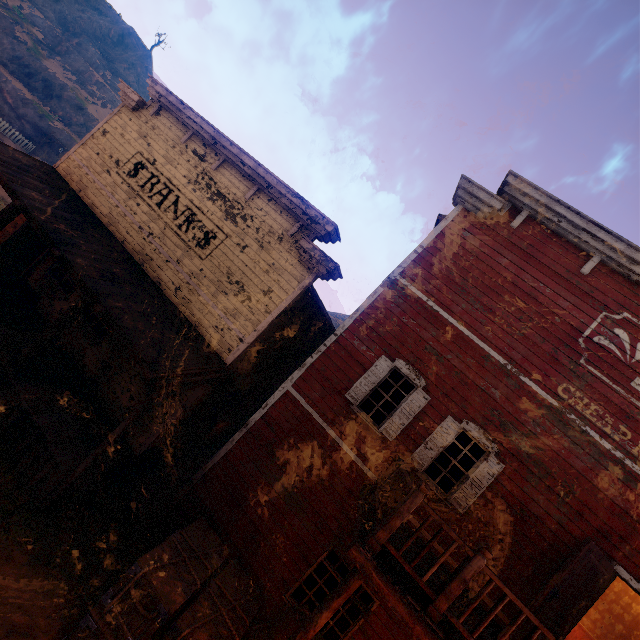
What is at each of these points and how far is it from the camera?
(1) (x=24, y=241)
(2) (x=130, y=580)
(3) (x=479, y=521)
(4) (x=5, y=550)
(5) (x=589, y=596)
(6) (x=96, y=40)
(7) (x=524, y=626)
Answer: (1) bp, 11.1m
(2) wooden box, 5.2m
(3) building, 6.8m
(4) z, 5.5m
(5) bp, 5.9m
(6) z, 46.1m
(7) bp, 5.4m

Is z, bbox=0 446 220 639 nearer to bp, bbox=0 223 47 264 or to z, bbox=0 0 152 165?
bp, bbox=0 223 47 264

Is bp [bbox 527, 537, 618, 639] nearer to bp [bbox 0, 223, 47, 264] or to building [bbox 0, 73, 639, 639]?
building [bbox 0, 73, 639, 639]

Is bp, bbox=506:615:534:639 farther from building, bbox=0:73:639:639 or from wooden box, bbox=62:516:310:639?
wooden box, bbox=62:516:310:639

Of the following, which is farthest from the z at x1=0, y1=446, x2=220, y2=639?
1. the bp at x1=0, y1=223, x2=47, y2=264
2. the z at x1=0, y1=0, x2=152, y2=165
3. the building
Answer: the z at x1=0, y1=0, x2=152, y2=165

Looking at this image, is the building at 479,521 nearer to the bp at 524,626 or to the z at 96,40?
the bp at 524,626

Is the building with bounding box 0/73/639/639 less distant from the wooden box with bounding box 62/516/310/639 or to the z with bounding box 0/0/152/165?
the wooden box with bounding box 62/516/310/639

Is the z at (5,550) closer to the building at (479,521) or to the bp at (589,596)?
the building at (479,521)
